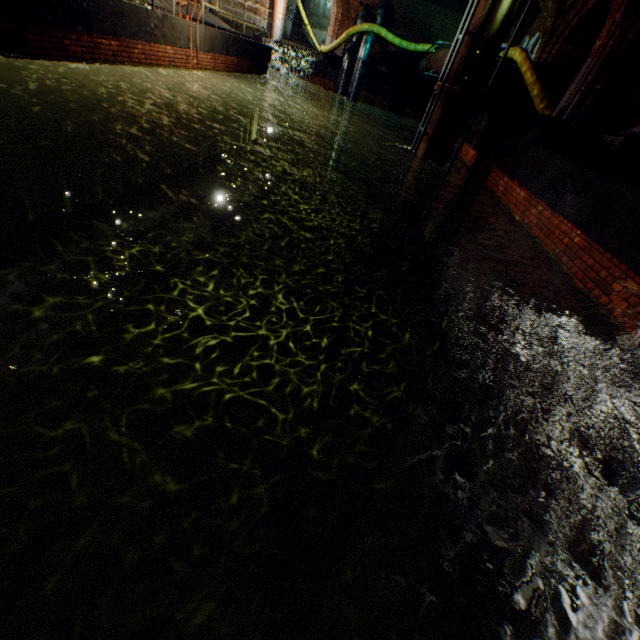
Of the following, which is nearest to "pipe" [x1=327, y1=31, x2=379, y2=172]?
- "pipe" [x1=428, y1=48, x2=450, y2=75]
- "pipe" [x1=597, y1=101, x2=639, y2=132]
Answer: "pipe" [x1=428, y1=48, x2=450, y2=75]

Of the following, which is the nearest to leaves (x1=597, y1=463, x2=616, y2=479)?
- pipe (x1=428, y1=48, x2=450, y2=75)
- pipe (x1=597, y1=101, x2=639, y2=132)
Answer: pipe (x1=428, y1=48, x2=450, y2=75)

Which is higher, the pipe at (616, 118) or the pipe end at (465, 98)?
the pipe at (616, 118)

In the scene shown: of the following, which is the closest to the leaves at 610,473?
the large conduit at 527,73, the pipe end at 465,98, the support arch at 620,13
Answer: the pipe end at 465,98

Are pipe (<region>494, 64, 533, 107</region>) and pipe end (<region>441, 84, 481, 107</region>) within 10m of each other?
yes

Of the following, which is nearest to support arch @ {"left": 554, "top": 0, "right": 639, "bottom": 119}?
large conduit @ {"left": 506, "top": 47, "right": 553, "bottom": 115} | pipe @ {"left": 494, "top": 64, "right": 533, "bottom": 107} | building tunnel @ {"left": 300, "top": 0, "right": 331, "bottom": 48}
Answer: large conduit @ {"left": 506, "top": 47, "right": 553, "bottom": 115}

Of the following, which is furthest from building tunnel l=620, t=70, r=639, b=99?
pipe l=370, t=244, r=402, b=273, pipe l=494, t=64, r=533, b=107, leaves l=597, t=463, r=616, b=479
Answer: leaves l=597, t=463, r=616, b=479

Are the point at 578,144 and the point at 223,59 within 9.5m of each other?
no
